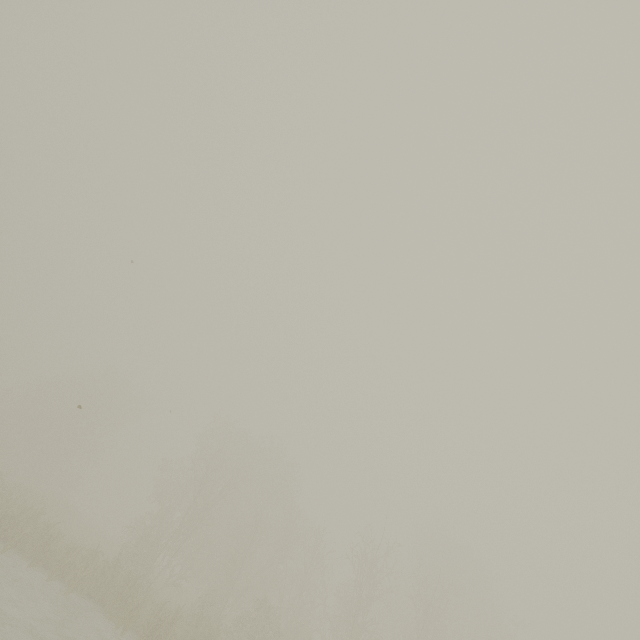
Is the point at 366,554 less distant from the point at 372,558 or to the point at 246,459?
the point at 372,558
